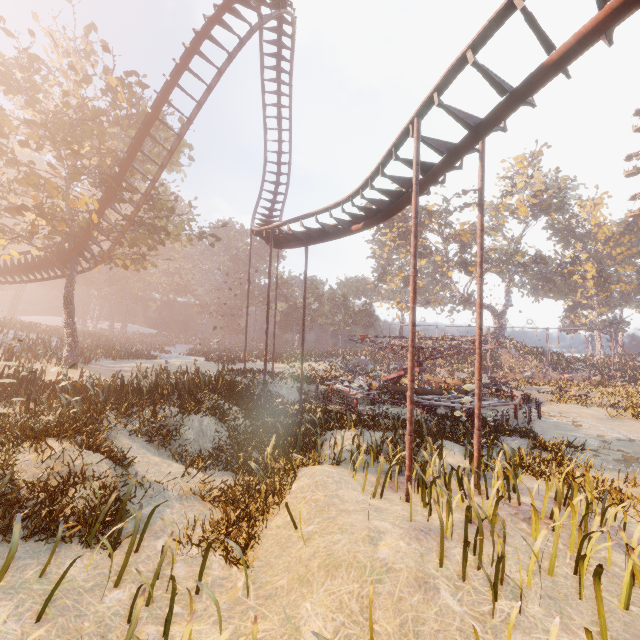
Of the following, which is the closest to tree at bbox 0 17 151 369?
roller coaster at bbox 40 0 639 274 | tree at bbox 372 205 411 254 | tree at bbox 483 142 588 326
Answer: roller coaster at bbox 40 0 639 274

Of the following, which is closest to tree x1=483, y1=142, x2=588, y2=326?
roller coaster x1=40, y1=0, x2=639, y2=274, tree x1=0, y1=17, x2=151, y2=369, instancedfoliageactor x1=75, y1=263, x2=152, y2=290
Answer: instancedfoliageactor x1=75, y1=263, x2=152, y2=290

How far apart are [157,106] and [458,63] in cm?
1440

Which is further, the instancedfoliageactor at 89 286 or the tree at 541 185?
the instancedfoliageactor at 89 286

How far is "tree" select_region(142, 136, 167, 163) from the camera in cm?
2122

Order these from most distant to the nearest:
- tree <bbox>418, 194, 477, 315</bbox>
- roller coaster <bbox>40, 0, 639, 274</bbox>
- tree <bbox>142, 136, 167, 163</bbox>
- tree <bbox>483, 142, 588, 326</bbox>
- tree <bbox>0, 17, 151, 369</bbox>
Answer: tree <bbox>483, 142, 588, 326</bbox> < tree <bbox>418, 194, 477, 315</bbox> < tree <bbox>142, 136, 167, 163</bbox> < tree <bbox>0, 17, 151, 369</bbox> < roller coaster <bbox>40, 0, 639, 274</bbox>

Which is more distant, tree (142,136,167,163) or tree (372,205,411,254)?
tree (372,205,411,254)

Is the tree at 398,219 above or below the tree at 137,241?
above
